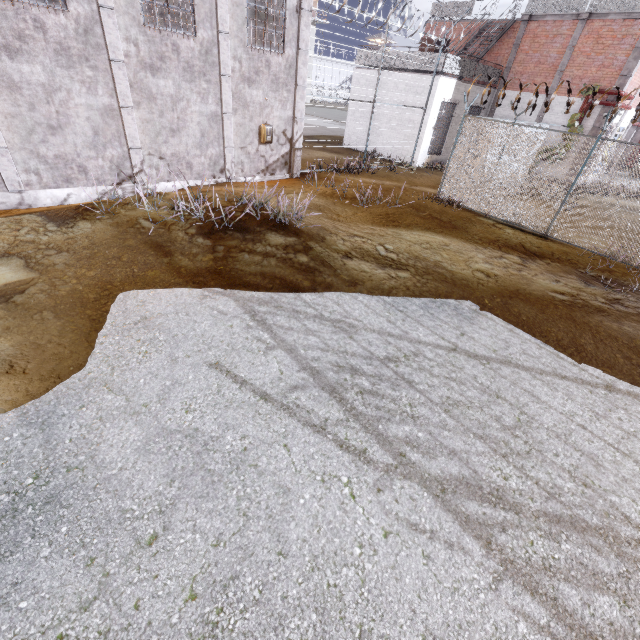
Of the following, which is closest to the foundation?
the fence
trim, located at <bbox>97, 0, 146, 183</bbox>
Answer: trim, located at <bbox>97, 0, 146, 183</bbox>

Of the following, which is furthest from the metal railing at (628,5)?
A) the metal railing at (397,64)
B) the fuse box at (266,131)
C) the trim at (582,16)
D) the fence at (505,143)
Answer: the fuse box at (266,131)

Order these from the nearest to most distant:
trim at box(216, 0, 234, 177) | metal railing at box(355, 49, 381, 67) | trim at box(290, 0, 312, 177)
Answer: trim at box(216, 0, 234, 177)
trim at box(290, 0, 312, 177)
metal railing at box(355, 49, 381, 67)

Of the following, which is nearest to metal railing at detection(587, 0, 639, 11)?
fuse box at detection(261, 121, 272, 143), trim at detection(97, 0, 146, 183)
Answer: trim at detection(97, 0, 146, 183)

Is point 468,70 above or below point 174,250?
above

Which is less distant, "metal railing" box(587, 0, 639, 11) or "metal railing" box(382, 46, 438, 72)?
"metal railing" box(587, 0, 639, 11)

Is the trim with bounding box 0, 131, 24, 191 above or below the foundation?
above

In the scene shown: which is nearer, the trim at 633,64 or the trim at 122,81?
the trim at 122,81
